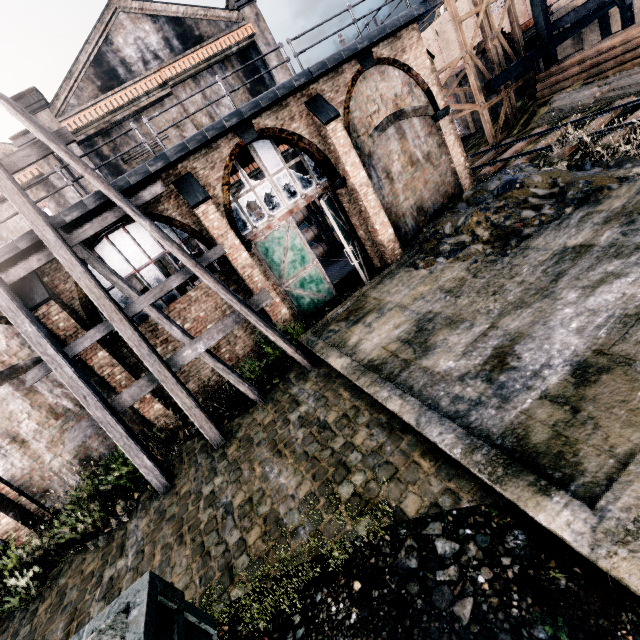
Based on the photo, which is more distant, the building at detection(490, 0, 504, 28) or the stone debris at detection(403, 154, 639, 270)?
the building at detection(490, 0, 504, 28)

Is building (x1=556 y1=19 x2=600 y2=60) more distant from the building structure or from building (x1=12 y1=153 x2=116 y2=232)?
building (x1=12 y1=153 x2=116 y2=232)

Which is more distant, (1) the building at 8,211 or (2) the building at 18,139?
(2) the building at 18,139

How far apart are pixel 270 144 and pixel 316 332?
7.8 meters

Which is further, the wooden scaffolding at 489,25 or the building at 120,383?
the wooden scaffolding at 489,25

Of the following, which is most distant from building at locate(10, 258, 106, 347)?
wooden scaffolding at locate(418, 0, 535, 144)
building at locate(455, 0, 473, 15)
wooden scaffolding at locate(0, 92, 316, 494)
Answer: building at locate(455, 0, 473, 15)

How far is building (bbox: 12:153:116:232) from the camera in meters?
9.9 m
